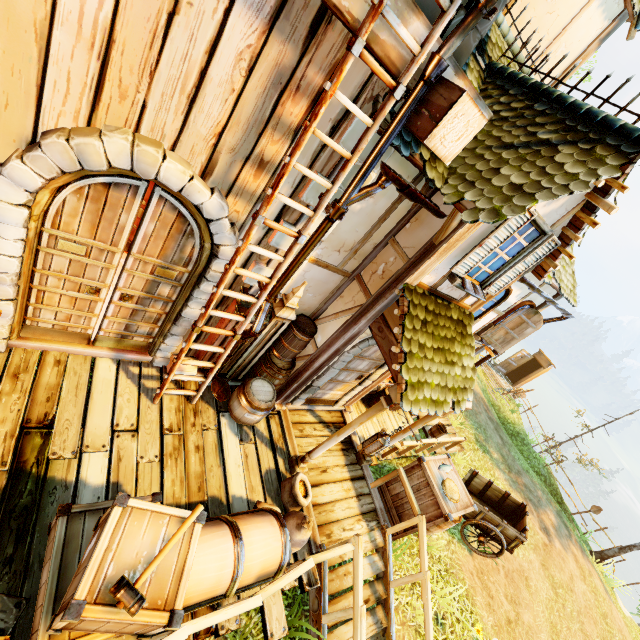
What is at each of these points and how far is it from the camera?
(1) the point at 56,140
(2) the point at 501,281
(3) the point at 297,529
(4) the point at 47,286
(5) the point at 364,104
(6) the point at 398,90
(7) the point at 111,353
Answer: (1) doorway, 2.7 meters
(2) window shutters, 5.1 meters
(3) bag, 4.5 meters
(4) door, 3.9 meters
(5) tower, 3.4 meters
(6) ladder, 3.0 meters
(7) tower, 5.0 meters

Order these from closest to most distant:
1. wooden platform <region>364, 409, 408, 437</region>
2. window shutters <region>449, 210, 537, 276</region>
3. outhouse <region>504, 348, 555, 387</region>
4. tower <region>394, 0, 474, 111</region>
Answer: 1. tower <region>394, 0, 474, 111</region>
2. window shutters <region>449, 210, 537, 276</region>
3. wooden platform <region>364, 409, 408, 437</region>
4. outhouse <region>504, 348, 555, 387</region>

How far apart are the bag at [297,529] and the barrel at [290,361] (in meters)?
1.05

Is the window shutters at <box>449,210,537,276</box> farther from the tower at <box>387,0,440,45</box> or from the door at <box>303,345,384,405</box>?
the door at <box>303,345,384,405</box>

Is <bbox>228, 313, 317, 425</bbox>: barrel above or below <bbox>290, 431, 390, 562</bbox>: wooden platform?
above

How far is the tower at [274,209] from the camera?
3.98m

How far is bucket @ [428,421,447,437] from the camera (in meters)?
10.06

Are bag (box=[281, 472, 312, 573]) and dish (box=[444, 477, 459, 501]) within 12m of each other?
yes
